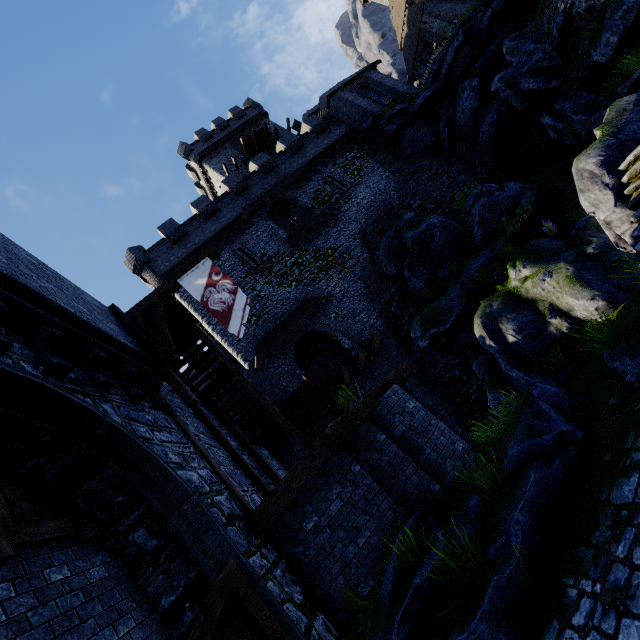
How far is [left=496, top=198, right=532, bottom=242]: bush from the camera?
14.3m

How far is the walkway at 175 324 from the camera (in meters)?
9.76

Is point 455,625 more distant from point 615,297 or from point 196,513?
point 615,297

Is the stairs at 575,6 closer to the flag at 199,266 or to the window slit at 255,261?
the flag at 199,266

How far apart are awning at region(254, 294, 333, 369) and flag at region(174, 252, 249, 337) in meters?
8.7

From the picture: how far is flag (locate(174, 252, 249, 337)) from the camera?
8.5m

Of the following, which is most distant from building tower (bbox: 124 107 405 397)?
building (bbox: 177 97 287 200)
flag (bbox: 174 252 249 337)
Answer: flag (bbox: 174 252 249 337)

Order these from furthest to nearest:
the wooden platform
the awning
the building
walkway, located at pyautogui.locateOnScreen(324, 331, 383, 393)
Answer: the building, the wooden platform, the awning, walkway, located at pyautogui.locateOnScreen(324, 331, 383, 393)
